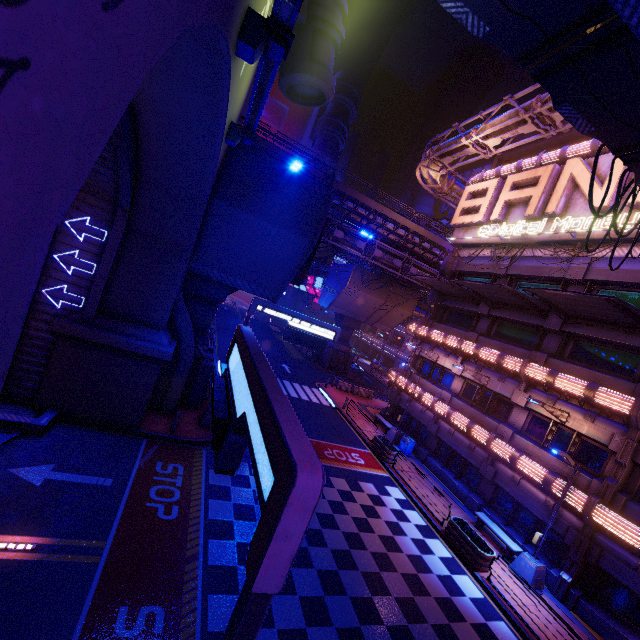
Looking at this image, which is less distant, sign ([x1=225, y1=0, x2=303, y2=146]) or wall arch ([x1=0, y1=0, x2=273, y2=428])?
wall arch ([x1=0, y1=0, x2=273, y2=428])

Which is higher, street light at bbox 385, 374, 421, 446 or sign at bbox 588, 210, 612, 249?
sign at bbox 588, 210, 612, 249

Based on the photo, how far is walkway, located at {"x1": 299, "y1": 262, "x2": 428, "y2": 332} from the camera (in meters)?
38.69

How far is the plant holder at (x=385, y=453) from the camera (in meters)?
20.97

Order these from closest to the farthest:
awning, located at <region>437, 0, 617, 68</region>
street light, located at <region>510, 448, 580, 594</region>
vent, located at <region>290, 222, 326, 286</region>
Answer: awning, located at <region>437, 0, 617, 68</region>
street light, located at <region>510, 448, 580, 594</region>
vent, located at <region>290, 222, 326, 286</region>

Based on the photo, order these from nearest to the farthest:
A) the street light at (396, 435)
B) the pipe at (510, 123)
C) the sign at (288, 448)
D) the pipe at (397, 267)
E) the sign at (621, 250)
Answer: the sign at (288, 448) < the sign at (621, 250) < the pipe at (510, 123) < the street light at (396, 435) < the pipe at (397, 267)

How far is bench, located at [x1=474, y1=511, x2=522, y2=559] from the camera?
15.4m

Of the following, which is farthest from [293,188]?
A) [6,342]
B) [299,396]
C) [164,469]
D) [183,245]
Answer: [299,396]
